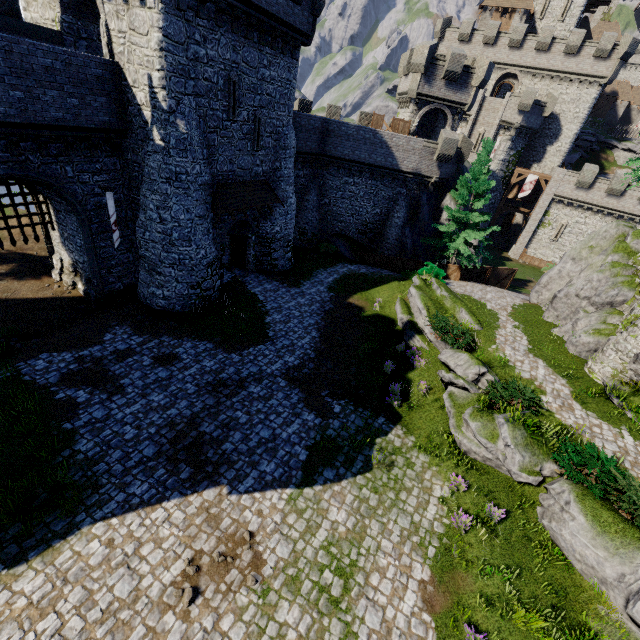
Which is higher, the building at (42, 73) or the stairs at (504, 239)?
the building at (42, 73)

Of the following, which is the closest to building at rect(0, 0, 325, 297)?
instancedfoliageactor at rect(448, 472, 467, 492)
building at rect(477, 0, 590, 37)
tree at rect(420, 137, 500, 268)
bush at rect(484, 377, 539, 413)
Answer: tree at rect(420, 137, 500, 268)

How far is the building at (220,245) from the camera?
19.36m

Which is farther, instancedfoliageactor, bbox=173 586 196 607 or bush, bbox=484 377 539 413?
bush, bbox=484 377 539 413

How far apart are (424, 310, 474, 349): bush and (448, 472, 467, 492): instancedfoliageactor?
6.2 meters

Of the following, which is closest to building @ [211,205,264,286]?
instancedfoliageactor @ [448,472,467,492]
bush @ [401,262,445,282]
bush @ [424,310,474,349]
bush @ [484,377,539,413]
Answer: bush @ [401,262,445,282]

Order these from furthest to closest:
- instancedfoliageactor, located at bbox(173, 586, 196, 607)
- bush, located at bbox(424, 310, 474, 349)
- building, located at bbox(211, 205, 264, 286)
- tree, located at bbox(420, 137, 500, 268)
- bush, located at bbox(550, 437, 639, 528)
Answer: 1. tree, located at bbox(420, 137, 500, 268)
2. building, located at bbox(211, 205, 264, 286)
3. bush, located at bbox(424, 310, 474, 349)
4. bush, located at bbox(550, 437, 639, 528)
5. instancedfoliageactor, located at bbox(173, 586, 196, 607)

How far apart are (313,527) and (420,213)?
27.3m
